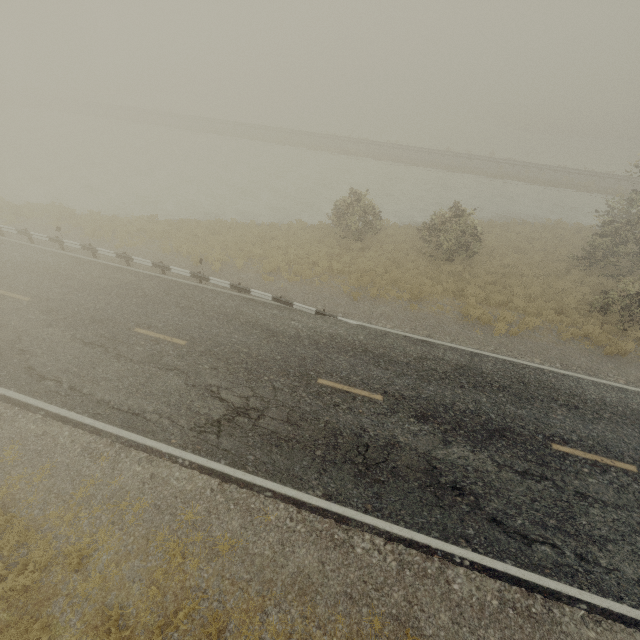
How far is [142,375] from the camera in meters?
10.8
